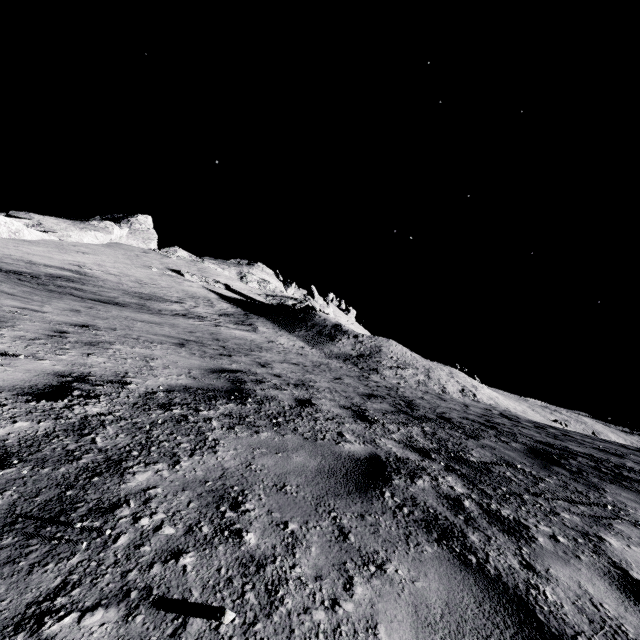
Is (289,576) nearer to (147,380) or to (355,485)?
(355,485)
